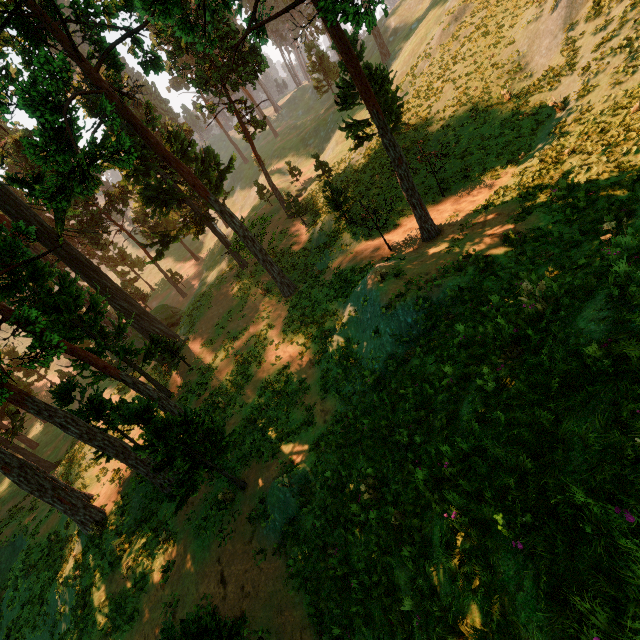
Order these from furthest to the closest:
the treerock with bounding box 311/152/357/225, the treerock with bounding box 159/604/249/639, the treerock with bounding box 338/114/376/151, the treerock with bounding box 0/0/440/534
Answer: the treerock with bounding box 311/152/357/225 → the treerock with bounding box 338/114/376/151 → the treerock with bounding box 0/0/440/534 → the treerock with bounding box 159/604/249/639

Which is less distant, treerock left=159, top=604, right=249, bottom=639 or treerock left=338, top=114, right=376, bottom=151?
treerock left=159, top=604, right=249, bottom=639

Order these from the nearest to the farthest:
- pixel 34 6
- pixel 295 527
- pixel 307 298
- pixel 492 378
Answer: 1. pixel 492 378
2. pixel 295 527
3. pixel 34 6
4. pixel 307 298

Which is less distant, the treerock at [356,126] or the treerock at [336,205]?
the treerock at [356,126]

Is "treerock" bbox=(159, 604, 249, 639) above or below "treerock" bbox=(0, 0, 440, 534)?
below

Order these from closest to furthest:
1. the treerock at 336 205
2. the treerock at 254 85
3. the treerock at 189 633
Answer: the treerock at 189 633 < the treerock at 254 85 < the treerock at 336 205
